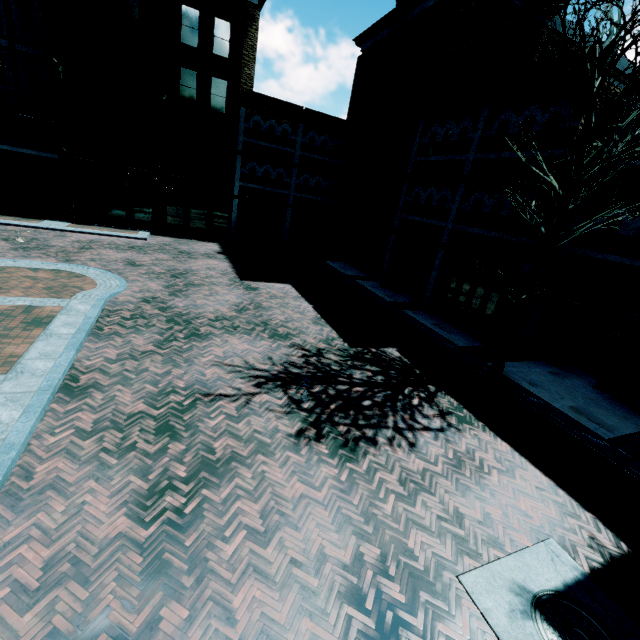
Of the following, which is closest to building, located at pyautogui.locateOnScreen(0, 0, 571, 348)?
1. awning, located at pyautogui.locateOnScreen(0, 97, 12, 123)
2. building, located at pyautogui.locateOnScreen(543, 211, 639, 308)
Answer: awning, located at pyautogui.locateOnScreen(0, 97, 12, 123)

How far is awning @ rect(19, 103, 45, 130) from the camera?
19.9m

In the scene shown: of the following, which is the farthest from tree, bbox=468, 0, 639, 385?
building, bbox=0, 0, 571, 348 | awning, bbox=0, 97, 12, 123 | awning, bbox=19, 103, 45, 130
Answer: awning, bbox=0, 97, 12, 123

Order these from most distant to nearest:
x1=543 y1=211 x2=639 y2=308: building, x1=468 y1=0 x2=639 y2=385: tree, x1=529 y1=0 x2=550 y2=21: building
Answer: x1=529 y1=0 x2=550 y2=21: building, x1=543 y1=211 x2=639 y2=308: building, x1=468 y1=0 x2=639 y2=385: tree

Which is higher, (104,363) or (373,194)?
(373,194)

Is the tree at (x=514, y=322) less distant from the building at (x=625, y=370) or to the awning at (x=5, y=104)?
the building at (x=625, y=370)

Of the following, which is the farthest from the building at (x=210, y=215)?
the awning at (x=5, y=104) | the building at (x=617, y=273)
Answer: the building at (x=617, y=273)

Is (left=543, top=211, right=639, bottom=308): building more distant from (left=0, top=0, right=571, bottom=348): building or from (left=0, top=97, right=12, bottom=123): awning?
(left=0, top=97, right=12, bottom=123): awning
